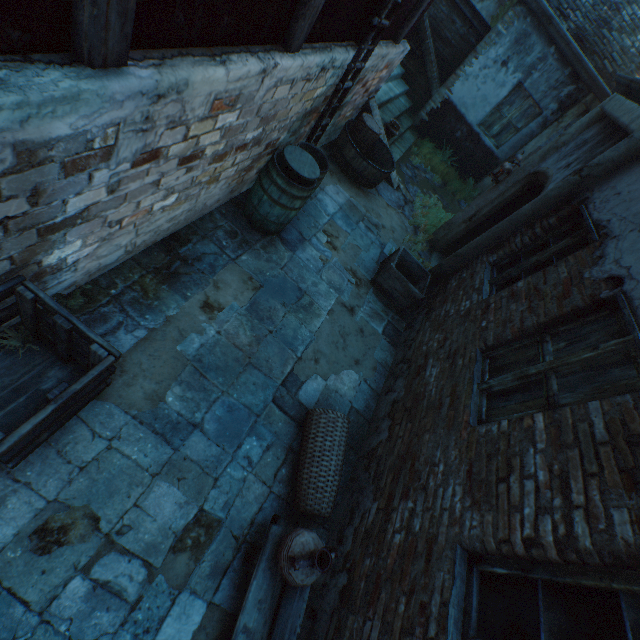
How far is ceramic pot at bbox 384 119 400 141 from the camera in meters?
7.5

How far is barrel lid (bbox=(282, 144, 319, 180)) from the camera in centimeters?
395cm

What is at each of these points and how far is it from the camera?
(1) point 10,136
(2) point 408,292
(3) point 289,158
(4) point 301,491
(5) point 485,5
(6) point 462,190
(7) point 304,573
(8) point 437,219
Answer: (1) building, 1.4m
(2) wooden crate, 5.3m
(3) barrel lid, 4.0m
(4) wicker basket, 3.0m
(5) building, 19.4m
(6) plants, 10.3m
(7) ceramic pot, 2.3m
(8) plants, 8.0m

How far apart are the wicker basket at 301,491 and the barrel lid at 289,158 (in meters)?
2.77

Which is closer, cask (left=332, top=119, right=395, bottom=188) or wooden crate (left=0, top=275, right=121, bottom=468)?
wooden crate (left=0, top=275, right=121, bottom=468)

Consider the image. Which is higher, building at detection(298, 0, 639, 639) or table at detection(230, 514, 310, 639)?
building at detection(298, 0, 639, 639)

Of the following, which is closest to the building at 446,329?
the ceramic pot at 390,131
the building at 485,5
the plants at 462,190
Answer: the ceramic pot at 390,131

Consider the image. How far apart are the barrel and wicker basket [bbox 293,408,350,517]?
2.5m
